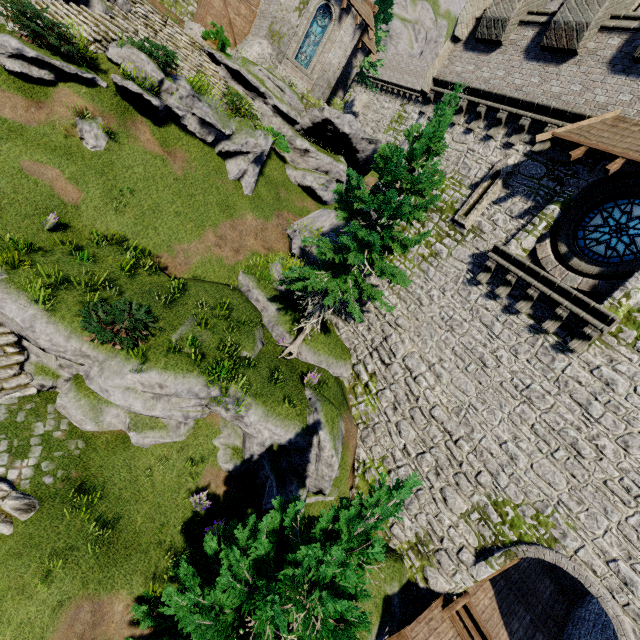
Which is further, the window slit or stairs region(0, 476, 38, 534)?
the window slit

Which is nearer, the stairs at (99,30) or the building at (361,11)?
the stairs at (99,30)

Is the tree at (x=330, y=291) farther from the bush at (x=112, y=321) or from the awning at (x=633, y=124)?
the bush at (x=112, y=321)

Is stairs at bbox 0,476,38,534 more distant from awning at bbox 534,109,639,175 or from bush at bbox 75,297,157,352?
awning at bbox 534,109,639,175

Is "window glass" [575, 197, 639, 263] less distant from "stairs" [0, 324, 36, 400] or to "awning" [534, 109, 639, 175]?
"awning" [534, 109, 639, 175]

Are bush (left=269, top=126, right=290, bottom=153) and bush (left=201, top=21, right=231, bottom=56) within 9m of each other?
yes

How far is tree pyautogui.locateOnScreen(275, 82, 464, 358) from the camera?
10.1 meters

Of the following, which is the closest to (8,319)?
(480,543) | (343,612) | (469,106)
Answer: (343,612)
